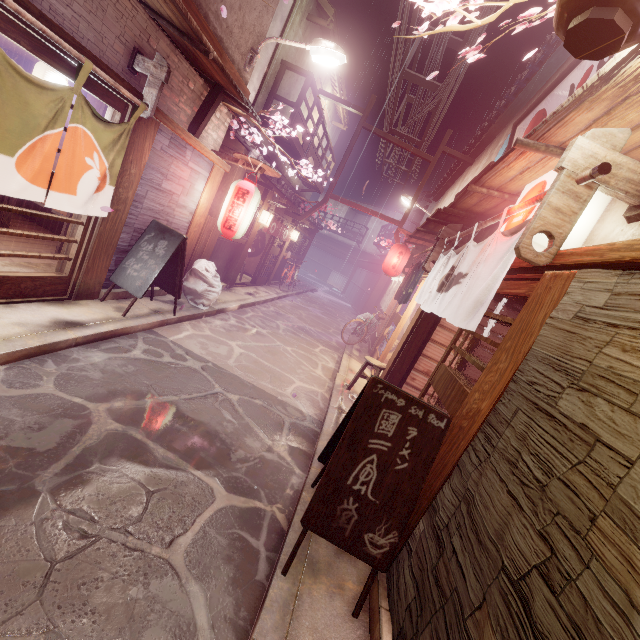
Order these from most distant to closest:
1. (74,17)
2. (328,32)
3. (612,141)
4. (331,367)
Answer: (328,32)
(331,367)
(74,17)
(612,141)

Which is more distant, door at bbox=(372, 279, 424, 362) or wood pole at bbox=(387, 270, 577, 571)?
door at bbox=(372, 279, 424, 362)

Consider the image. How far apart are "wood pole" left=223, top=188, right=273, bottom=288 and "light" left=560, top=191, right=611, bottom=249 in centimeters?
1347cm

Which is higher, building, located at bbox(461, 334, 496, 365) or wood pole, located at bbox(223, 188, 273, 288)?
building, located at bbox(461, 334, 496, 365)

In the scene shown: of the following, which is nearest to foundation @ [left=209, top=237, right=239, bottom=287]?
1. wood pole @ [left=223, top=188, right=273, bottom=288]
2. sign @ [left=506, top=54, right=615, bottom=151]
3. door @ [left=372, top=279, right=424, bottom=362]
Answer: wood pole @ [left=223, top=188, right=273, bottom=288]

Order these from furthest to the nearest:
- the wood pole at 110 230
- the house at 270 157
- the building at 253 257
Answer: the building at 253 257, the house at 270 157, the wood pole at 110 230

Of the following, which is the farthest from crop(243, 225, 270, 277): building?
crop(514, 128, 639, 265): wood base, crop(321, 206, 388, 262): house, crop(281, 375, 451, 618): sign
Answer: crop(321, 206, 388, 262): house

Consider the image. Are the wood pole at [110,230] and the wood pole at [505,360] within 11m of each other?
yes
